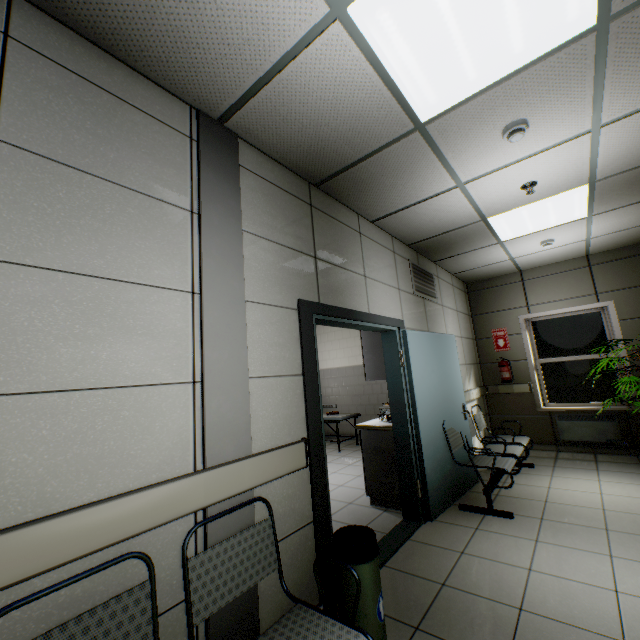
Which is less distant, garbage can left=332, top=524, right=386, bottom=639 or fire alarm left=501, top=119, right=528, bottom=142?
garbage can left=332, top=524, right=386, bottom=639

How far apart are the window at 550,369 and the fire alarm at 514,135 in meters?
4.8

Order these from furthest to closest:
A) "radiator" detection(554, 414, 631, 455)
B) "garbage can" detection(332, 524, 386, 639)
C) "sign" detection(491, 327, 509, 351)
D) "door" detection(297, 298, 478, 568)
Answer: "sign" detection(491, 327, 509, 351) < "radiator" detection(554, 414, 631, 455) < "door" detection(297, 298, 478, 568) < "garbage can" detection(332, 524, 386, 639)

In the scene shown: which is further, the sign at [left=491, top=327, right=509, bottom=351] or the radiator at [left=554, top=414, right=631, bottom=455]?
the sign at [left=491, top=327, right=509, bottom=351]

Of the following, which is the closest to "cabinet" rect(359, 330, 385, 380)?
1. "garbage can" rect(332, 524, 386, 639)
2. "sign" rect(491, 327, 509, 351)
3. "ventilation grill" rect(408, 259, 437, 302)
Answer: "ventilation grill" rect(408, 259, 437, 302)

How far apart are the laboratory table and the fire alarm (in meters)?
3.06

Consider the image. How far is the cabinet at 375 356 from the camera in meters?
4.0

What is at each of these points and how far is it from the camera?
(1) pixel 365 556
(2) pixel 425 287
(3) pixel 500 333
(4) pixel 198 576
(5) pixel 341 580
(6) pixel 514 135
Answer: (1) garbage can, 1.8m
(2) ventilation grill, 4.7m
(3) sign, 6.3m
(4) chair, 1.4m
(5) garbage can, 1.8m
(6) fire alarm, 2.3m
